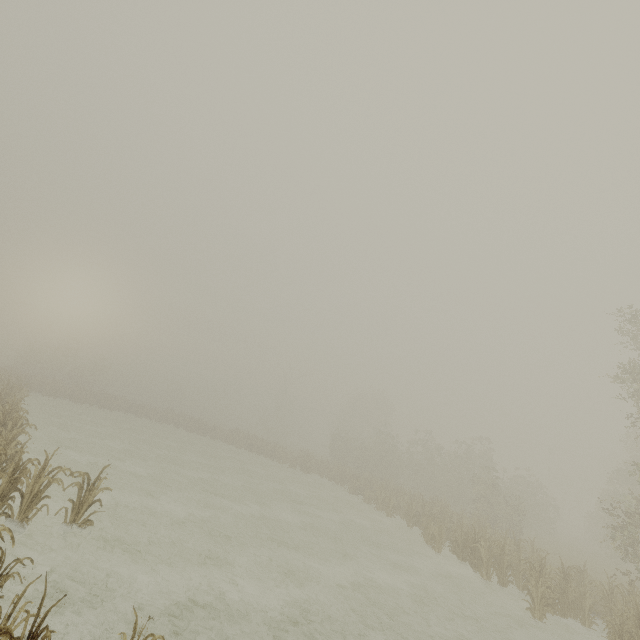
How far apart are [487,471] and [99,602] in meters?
32.6
